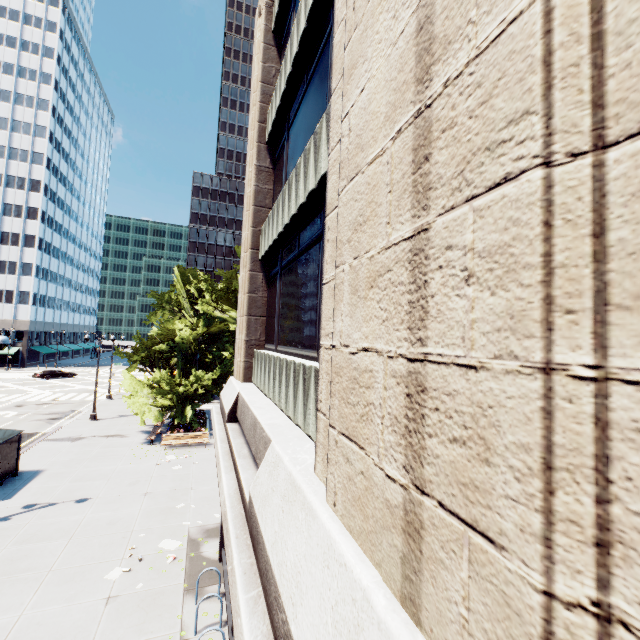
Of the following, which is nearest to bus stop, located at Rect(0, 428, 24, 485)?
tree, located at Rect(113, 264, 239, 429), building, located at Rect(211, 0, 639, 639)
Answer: tree, located at Rect(113, 264, 239, 429)

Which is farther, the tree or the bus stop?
the tree

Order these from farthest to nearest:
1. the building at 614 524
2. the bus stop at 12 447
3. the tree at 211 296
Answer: the tree at 211 296 → the bus stop at 12 447 → the building at 614 524

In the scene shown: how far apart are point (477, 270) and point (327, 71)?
6.34m

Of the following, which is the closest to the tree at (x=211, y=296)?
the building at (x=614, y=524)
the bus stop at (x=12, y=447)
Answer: the bus stop at (x=12, y=447)

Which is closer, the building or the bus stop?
the building

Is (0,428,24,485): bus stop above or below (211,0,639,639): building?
below

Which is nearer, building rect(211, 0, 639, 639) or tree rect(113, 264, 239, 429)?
building rect(211, 0, 639, 639)
